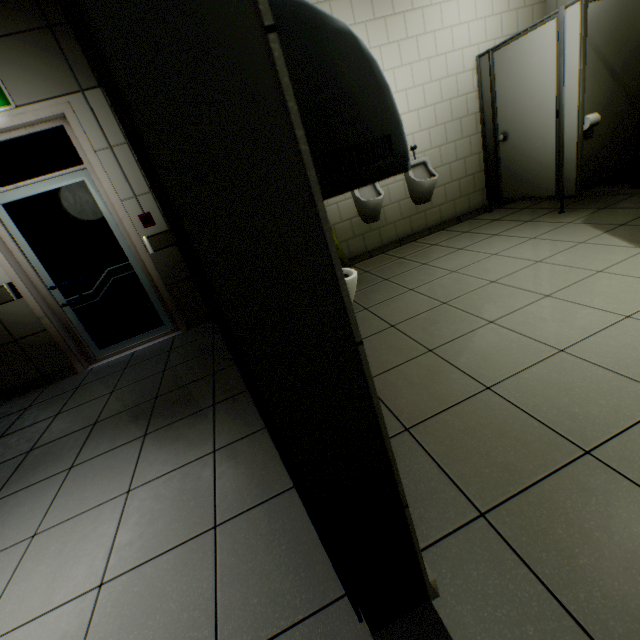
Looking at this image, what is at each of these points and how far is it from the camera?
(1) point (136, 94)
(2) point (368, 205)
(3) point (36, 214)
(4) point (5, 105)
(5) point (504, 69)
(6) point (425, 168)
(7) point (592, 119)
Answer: (1) door, 0.4 meters
(2) urinal, 4.0 meters
(3) door, 3.4 meters
(4) exit sign, 2.9 meters
(5) door, 3.8 meters
(6) urinal, 4.3 meters
(7) toilet paper, 3.4 meters

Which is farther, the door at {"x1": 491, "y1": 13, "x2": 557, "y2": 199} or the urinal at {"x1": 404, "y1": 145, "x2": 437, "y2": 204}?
the urinal at {"x1": 404, "y1": 145, "x2": 437, "y2": 204}

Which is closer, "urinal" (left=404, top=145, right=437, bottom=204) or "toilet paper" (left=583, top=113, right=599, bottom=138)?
"toilet paper" (left=583, top=113, right=599, bottom=138)

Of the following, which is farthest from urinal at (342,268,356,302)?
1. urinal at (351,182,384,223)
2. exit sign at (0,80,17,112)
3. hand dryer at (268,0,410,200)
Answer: exit sign at (0,80,17,112)

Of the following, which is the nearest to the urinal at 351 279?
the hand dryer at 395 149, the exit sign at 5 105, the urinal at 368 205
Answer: the hand dryer at 395 149

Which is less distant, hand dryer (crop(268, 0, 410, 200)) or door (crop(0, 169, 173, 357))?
hand dryer (crop(268, 0, 410, 200))

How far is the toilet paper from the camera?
3.39m

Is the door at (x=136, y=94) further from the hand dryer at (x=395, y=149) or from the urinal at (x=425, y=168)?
the urinal at (x=425, y=168)
